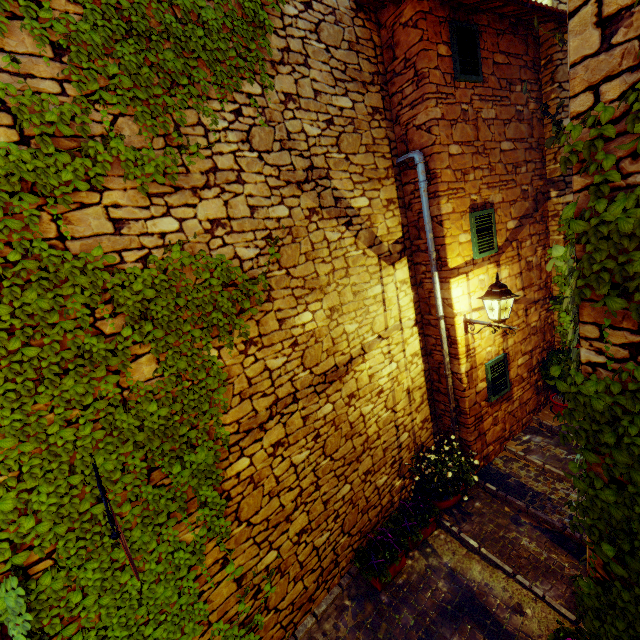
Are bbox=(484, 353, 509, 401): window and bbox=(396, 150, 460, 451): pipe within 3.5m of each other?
yes

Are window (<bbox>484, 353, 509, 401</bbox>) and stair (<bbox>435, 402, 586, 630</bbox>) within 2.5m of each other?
yes

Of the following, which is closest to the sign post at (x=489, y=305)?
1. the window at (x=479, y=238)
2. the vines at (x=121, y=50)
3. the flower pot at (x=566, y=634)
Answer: the vines at (x=121, y=50)

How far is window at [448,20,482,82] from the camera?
4.34m

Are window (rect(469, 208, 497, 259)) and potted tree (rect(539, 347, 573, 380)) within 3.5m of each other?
yes

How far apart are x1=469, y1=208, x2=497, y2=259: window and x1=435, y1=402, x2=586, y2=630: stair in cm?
349

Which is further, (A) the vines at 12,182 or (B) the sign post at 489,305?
(B) the sign post at 489,305

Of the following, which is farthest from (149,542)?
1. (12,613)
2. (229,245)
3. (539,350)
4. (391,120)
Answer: (539,350)
